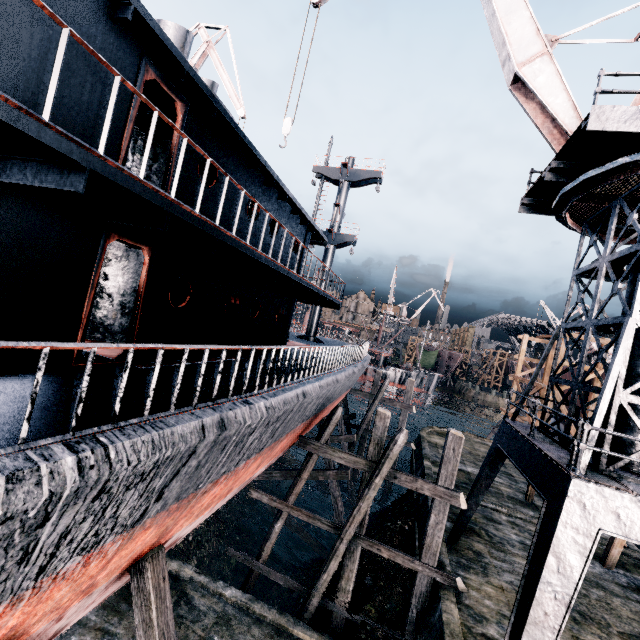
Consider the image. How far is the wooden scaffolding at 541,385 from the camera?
21.3 meters

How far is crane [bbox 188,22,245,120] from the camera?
22.4 meters

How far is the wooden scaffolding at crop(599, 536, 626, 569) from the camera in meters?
14.8

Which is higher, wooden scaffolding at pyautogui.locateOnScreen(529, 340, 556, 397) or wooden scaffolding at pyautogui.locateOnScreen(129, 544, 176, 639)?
wooden scaffolding at pyautogui.locateOnScreen(529, 340, 556, 397)

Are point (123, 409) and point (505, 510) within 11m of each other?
no

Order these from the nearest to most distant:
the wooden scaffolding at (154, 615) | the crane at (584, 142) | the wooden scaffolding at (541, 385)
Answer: the wooden scaffolding at (154, 615), the crane at (584, 142), the wooden scaffolding at (541, 385)

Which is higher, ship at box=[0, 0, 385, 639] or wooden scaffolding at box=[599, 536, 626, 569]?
ship at box=[0, 0, 385, 639]
